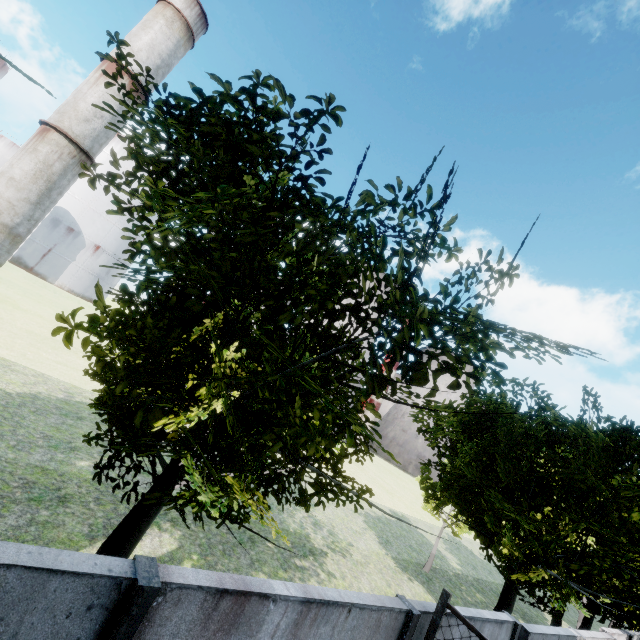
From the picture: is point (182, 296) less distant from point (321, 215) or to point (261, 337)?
point (261, 337)

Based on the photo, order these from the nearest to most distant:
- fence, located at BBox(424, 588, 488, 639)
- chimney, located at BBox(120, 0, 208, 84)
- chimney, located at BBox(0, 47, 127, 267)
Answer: fence, located at BBox(424, 588, 488, 639) < chimney, located at BBox(0, 47, 127, 267) < chimney, located at BBox(120, 0, 208, 84)

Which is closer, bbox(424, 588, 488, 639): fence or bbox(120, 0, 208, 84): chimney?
bbox(424, 588, 488, 639): fence

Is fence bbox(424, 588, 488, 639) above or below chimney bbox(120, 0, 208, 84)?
below

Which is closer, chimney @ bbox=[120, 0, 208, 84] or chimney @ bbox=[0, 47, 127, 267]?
chimney @ bbox=[0, 47, 127, 267]

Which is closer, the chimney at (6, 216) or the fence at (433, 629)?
the fence at (433, 629)
